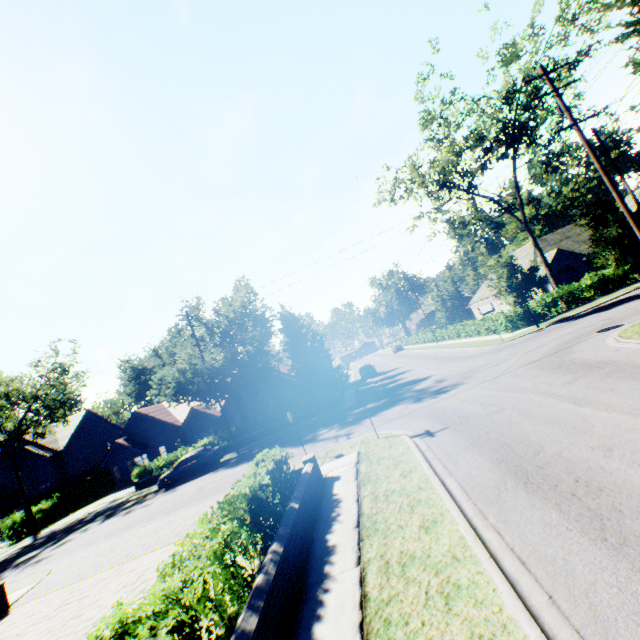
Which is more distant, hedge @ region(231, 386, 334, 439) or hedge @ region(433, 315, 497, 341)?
hedge @ region(433, 315, 497, 341)

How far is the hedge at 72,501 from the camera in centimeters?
3189cm

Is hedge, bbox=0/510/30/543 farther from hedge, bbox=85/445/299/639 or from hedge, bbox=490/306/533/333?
hedge, bbox=490/306/533/333

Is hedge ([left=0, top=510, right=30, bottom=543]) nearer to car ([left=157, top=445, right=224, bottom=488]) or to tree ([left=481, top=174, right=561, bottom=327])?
tree ([left=481, top=174, right=561, bottom=327])

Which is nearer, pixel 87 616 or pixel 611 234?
pixel 87 616

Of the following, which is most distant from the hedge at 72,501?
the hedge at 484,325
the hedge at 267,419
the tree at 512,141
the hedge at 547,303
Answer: the hedge at 547,303

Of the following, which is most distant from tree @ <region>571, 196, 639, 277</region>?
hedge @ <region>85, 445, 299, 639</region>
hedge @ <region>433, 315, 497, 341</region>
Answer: hedge @ <region>85, 445, 299, 639</region>

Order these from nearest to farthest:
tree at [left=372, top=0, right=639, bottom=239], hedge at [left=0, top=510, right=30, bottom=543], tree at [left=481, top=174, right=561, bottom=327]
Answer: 1. tree at [left=372, top=0, right=639, bottom=239]
2. tree at [left=481, top=174, right=561, bottom=327]
3. hedge at [left=0, top=510, right=30, bottom=543]
